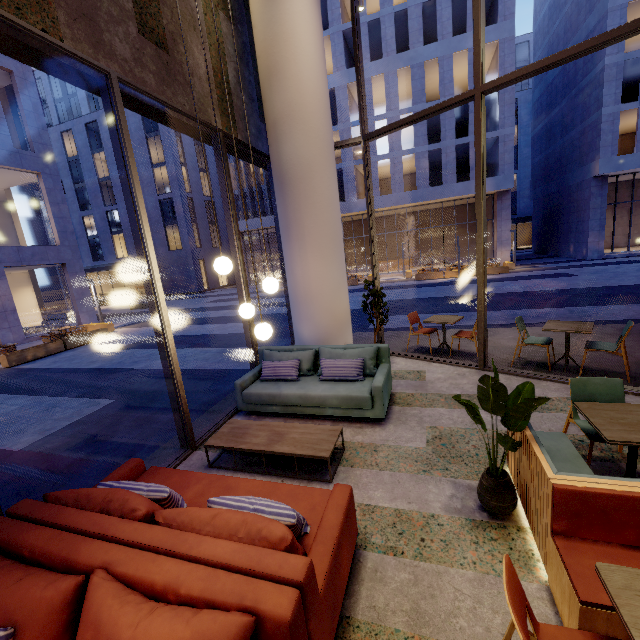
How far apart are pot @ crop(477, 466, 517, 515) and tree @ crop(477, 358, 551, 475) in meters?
0.0 m

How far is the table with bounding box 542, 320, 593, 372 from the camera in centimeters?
512cm

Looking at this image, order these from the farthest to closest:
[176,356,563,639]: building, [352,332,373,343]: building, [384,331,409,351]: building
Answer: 1. [352,332,373,343]: building
2. [384,331,409,351]: building
3. [176,356,563,639]: building

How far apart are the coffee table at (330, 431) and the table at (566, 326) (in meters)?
3.94

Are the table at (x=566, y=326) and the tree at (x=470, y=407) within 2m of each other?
no

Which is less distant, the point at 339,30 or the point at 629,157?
the point at 629,157

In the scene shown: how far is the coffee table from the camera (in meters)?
3.55

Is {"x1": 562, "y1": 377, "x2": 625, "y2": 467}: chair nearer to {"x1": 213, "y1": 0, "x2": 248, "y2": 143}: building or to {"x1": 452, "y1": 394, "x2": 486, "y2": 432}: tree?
{"x1": 213, "y1": 0, "x2": 248, "y2": 143}: building
